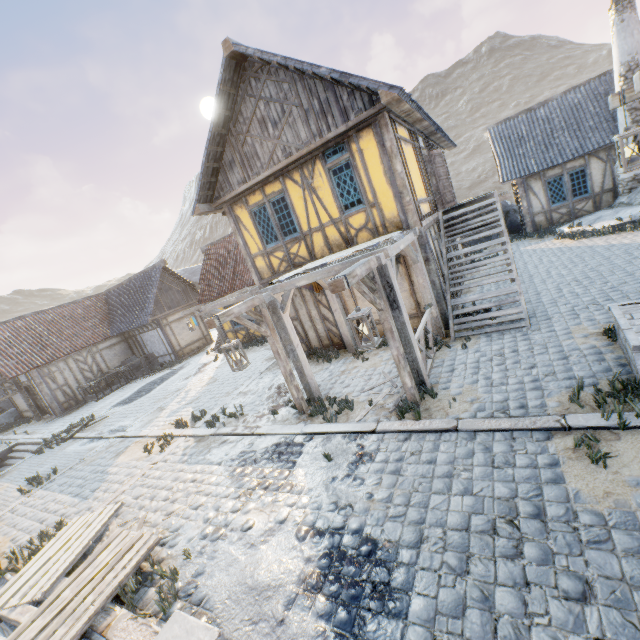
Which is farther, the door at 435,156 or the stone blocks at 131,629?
the door at 435,156

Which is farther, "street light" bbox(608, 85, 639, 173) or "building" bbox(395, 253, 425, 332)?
"building" bbox(395, 253, 425, 332)

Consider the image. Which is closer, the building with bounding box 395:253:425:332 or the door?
the building with bounding box 395:253:425:332

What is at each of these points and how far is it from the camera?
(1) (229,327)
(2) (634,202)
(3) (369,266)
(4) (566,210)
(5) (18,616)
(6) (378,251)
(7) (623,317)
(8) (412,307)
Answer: (1) building, 17.31m
(2) rock, 13.10m
(3) street light, 5.30m
(4) building, 15.72m
(5) wooden structure, 4.57m
(6) awning, 5.91m
(7) stairs, 5.02m
(8) building, 9.30m

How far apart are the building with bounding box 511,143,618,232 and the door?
5.62m

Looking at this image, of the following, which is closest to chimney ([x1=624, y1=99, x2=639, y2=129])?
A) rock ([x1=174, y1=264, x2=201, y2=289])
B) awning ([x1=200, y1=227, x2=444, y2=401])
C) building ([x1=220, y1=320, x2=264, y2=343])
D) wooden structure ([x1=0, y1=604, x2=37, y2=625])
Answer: awning ([x1=200, y1=227, x2=444, y2=401])

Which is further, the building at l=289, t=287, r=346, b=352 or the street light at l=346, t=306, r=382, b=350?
the building at l=289, t=287, r=346, b=352

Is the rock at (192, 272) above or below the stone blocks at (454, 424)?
above
